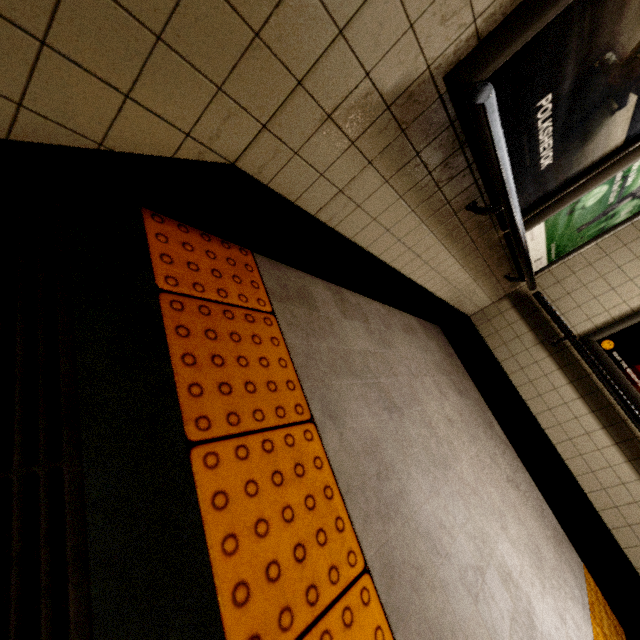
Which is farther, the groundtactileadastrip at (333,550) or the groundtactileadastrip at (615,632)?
the groundtactileadastrip at (615,632)

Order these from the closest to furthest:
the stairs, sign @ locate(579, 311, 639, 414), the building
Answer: the stairs < the building < sign @ locate(579, 311, 639, 414)

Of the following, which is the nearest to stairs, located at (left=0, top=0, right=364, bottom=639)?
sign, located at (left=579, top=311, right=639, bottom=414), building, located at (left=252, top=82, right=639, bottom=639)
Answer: building, located at (left=252, top=82, right=639, bottom=639)

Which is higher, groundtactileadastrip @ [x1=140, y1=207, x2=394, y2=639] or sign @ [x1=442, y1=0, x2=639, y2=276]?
sign @ [x1=442, y1=0, x2=639, y2=276]

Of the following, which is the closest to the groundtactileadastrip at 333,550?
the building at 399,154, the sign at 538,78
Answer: the building at 399,154

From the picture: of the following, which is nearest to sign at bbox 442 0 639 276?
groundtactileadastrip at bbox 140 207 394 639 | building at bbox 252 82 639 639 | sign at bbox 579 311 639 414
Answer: building at bbox 252 82 639 639

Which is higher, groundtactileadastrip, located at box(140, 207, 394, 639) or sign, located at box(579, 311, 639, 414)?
sign, located at box(579, 311, 639, 414)

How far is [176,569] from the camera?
0.61m
